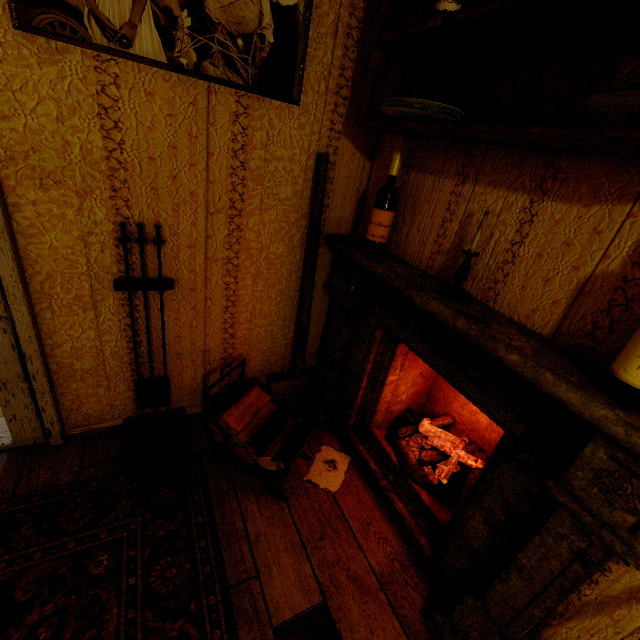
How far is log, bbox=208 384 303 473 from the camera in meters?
1.7

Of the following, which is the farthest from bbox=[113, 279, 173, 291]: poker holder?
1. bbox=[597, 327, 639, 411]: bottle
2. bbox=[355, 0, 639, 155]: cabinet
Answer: bbox=[597, 327, 639, 411]: bottle

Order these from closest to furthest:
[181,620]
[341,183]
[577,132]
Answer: [577,132] → [181,620] → [341,183]

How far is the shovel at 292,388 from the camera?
1.65m

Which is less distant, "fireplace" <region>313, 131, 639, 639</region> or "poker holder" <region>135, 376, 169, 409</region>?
"fireplace" <region>313, 131, 639, 639</region>

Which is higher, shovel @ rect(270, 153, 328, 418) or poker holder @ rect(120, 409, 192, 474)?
shovel @ rect(270, 153, 328, 418)

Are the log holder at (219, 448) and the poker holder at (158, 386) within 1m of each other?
yes

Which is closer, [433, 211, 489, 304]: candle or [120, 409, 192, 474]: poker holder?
[433, 211, 489, 304]: candle
